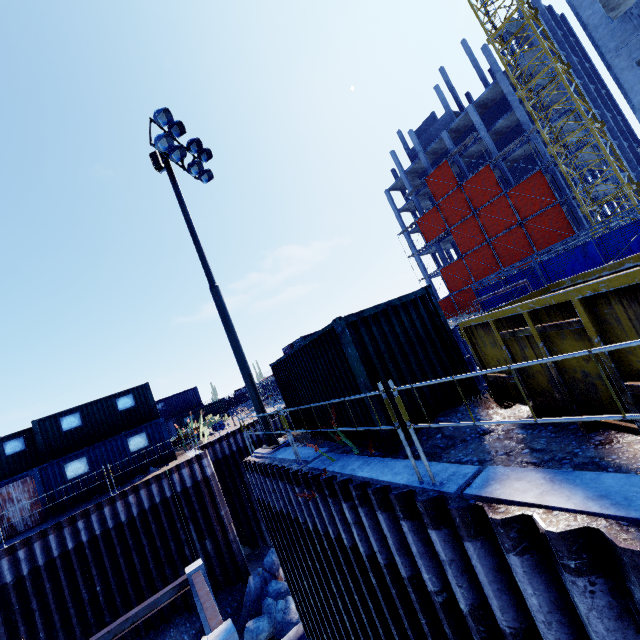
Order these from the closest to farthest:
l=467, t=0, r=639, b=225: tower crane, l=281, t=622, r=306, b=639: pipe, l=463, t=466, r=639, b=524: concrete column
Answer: l=463, t=466, r=639, b=524: concrete column, l=281, t=622, r=306, b=639: pipe, l=467, t=0, r=639, b=225: tower crane

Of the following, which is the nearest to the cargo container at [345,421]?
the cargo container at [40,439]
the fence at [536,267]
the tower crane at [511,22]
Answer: the fence at [536,267]

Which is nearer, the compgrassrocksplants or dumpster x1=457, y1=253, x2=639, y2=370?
dumpster x1=457, y1=253, x2=639, y2=370

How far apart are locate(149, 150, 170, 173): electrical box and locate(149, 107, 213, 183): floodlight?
0.51m

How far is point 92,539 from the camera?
14.28m

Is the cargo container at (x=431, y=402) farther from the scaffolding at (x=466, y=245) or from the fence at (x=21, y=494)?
the fence at (x=21, y=494)

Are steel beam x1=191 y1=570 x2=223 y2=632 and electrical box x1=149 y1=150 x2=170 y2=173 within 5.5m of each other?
no

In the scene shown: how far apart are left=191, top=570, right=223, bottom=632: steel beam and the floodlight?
14.51m
